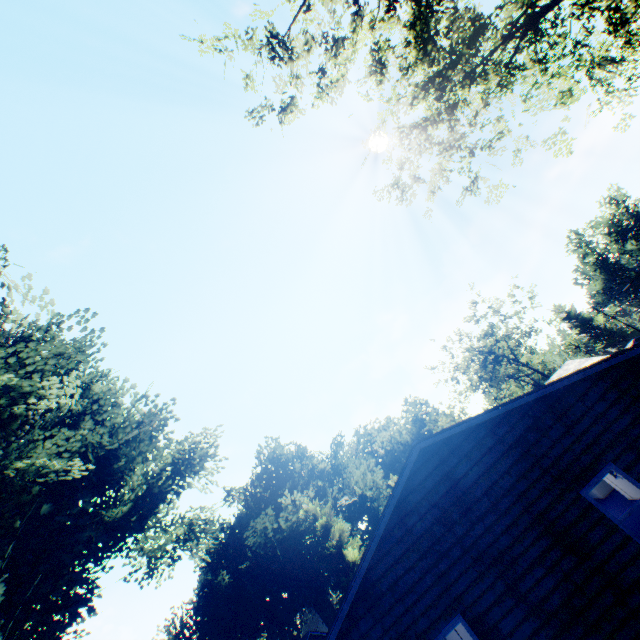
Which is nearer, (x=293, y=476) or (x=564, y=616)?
(x=564, y=616)

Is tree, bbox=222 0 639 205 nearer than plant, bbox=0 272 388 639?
Yes

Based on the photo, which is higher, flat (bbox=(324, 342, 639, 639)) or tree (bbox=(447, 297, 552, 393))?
tree (bbox=(447, 297, 552, 393))

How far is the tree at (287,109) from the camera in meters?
13.1

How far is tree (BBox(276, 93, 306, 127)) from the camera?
13.1m

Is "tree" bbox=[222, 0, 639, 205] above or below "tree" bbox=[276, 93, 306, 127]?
below

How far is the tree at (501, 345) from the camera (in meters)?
43.41
